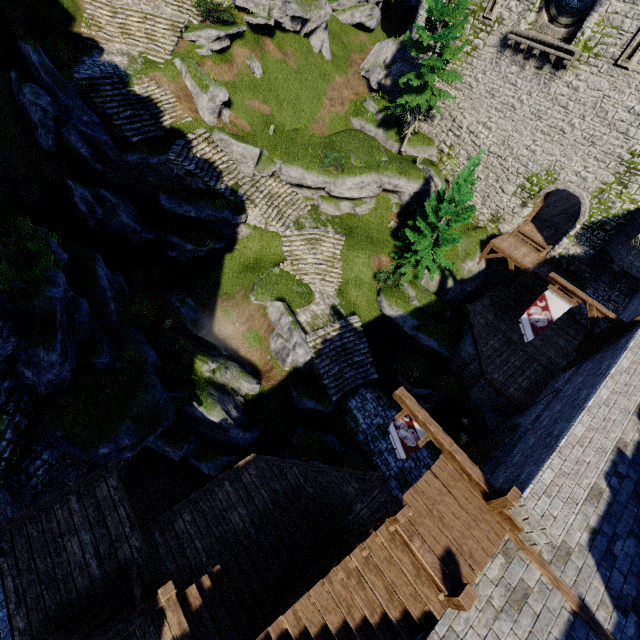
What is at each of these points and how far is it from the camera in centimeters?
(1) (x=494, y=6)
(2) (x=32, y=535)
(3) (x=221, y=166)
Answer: (1) window slit, 1948cm
(2) walkway, 868cm
(3) stairs, 2023cm

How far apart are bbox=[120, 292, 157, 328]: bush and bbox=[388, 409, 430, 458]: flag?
12.3m

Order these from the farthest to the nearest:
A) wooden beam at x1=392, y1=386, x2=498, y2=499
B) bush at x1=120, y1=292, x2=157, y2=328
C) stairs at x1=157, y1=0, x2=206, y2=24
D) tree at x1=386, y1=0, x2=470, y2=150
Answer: stairs at x1=157, y1=0, x2=206, y2=24, tree at x1=386, y1=0, x2=470, y2=150, bush at x1=120, y1=292, x2=157, y2=328, wooden beam at x1=392, y1=386, x2=498, y2=499

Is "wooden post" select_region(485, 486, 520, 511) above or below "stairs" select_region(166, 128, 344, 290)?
above

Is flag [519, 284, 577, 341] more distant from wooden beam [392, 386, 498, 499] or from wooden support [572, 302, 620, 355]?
wooden beam [392, 386, 498, 499]

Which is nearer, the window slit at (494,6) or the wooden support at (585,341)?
the wooden support at (585,341)

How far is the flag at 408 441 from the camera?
8.6m

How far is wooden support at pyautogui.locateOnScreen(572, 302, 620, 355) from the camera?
12.69m
